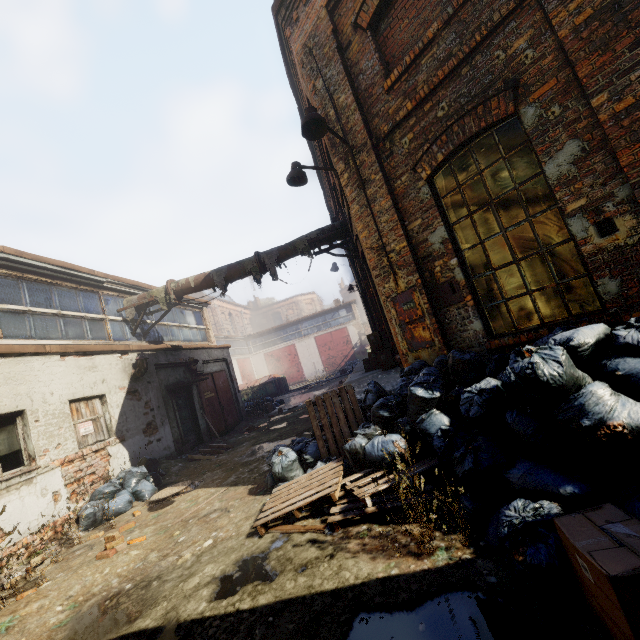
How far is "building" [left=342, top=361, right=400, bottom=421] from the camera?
5.33m

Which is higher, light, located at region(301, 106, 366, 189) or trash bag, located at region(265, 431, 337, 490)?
light, located at region(301, 106, 366, 189)

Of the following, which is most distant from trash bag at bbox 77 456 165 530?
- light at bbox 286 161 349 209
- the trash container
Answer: the trash container

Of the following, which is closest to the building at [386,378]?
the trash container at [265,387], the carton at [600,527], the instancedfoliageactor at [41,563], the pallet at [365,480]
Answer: the pallet at [365,480]

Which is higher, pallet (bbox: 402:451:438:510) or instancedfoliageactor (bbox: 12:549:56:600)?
pallet (bbox: 402:451:438:510)

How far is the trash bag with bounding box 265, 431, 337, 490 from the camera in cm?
499

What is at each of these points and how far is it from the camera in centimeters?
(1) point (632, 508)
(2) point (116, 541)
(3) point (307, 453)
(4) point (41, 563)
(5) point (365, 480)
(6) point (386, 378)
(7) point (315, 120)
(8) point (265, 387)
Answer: (1) trash bag, 209cm
(2) instancedfoliageactor, 463cm
(3) trash bag, 516cm
(4) instancedfoliageactor, 493cm
(5) pallet, 379cm
(6) building, 654cm
(7) light, 505cm
(8) trash container, 2536cm

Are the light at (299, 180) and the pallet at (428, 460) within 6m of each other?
yes
